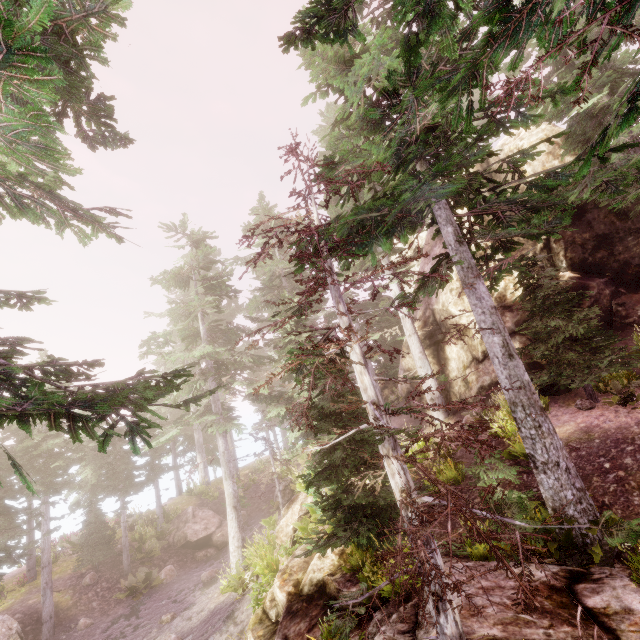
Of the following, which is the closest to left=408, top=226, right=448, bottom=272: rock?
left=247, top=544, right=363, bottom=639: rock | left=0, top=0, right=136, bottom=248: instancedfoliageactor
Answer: left=0, top=0, right=136, bottom=248: instancedfoliageactor

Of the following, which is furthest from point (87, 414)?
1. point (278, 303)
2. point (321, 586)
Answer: point (321, 586)

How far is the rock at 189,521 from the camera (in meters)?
19.41

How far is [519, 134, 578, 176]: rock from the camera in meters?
15.1

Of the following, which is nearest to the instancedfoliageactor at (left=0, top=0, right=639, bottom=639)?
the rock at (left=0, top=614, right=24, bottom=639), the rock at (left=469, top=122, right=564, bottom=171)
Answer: the rock at (left=469, top=122, right=564, bottom=171)

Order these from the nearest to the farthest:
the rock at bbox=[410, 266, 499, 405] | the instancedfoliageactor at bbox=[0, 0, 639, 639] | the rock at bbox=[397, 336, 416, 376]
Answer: the instancedfoliageactor at bbox=[0, 0, 639, 639] < the rock at bbox=[410, 266, 499, 405] < the rock at bbox=[397, 336, 416, 376]

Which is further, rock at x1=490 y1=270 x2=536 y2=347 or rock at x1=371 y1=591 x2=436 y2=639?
rock at x1=490 y1=270 x2=536 y2=347

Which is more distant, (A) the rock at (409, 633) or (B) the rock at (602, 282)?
(B) the rock at (602, 282)
